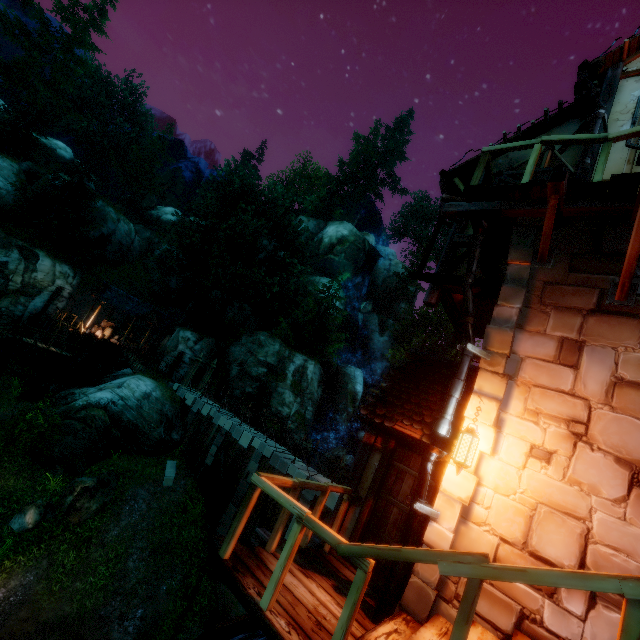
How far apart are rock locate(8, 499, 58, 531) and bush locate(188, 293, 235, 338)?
18.72m

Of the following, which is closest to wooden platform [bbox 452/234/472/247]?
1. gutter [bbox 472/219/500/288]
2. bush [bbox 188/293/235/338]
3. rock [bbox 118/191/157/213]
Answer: gutter [bbox 472/219/500/288]

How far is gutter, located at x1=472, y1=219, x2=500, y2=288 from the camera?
4.5m

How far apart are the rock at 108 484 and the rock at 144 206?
51.5 meters

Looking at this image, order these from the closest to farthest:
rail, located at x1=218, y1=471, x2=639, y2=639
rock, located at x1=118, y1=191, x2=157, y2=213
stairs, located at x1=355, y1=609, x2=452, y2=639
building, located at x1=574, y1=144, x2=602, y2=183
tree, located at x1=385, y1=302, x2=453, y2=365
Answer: rail, located at x1=218, y1=471, x2=639, y2=639
stairs, located at x1=355, y1=609, x2=452, y2=639
building, located at x1=574, y1=144, x2=602, y2=183
tree, located at x1=385, y1=302, x2=453, y2=365
rock, located at x1=118, y1=191, x2=157, y2=213

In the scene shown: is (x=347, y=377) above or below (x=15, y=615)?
above

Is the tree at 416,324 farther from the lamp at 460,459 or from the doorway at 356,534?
the doorway at 356,534
